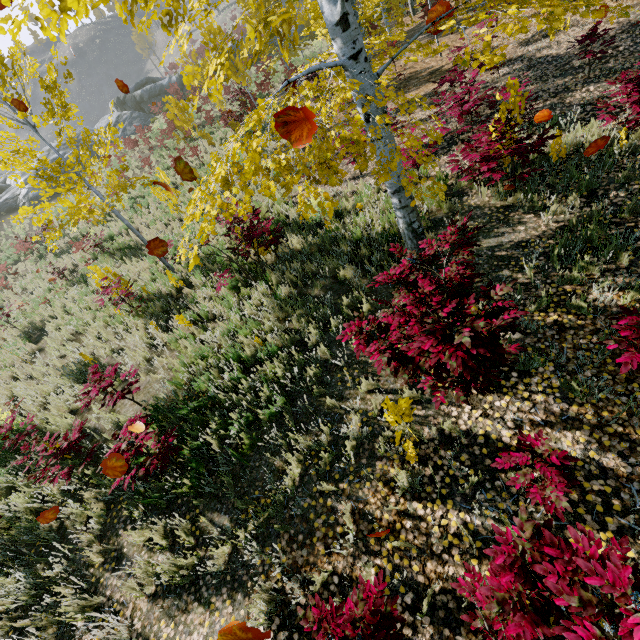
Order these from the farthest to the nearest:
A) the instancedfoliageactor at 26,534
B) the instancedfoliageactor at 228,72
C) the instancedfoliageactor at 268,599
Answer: the instancedfoliageactor at 26,534 → the instancedfoliageactor at 268,599 → the instancedfoliageactor at 228,72

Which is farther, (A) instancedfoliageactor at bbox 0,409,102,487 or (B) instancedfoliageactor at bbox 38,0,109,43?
(A) instancedfoliageactor at bbox 0,409,102,487

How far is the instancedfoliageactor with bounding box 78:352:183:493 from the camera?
3.98m

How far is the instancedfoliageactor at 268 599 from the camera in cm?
314

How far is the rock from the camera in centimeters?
2977cm

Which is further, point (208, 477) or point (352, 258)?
point (352, 258)
